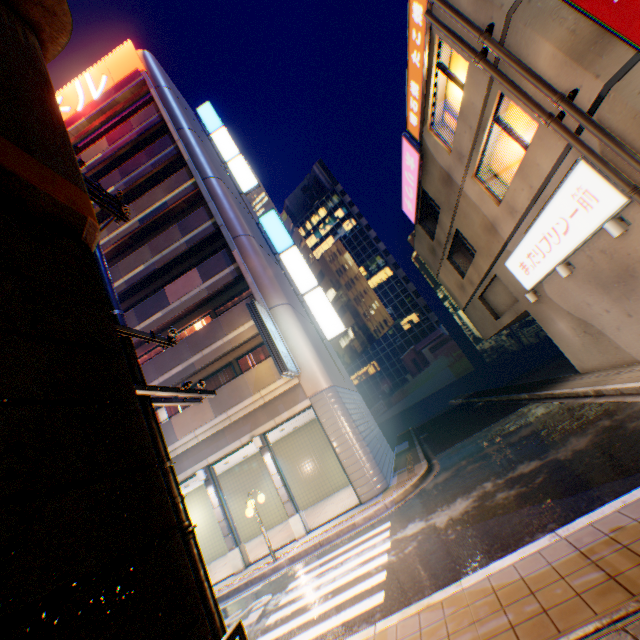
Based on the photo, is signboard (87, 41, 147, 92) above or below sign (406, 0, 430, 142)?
above

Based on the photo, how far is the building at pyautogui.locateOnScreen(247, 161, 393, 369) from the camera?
39.7 meters

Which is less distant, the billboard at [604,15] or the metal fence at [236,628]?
the metal fence at [236,628]

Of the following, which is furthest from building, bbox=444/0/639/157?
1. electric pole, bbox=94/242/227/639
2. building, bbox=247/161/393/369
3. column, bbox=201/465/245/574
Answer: column, bbox=201/465/245/574

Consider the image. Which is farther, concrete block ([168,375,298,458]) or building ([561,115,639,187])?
concrete block ([168,375,298,458])

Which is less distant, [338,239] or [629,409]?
[629,409]

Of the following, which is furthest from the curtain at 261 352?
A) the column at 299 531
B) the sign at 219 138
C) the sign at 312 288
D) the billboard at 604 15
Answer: the billboard at 604 15

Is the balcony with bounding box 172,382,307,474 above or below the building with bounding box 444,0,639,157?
below
